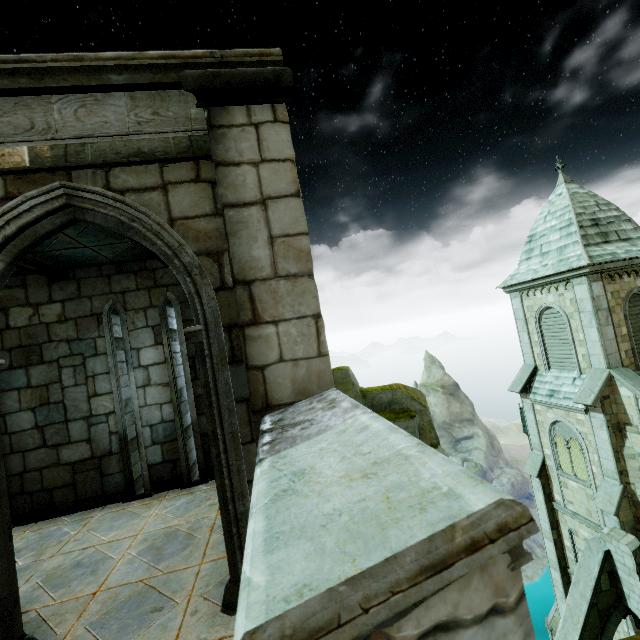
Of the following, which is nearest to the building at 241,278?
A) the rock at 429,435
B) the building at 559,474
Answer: the rock at 429,435

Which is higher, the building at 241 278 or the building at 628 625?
the building at 241 278

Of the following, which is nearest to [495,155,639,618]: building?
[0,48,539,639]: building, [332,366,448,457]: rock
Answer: [332,366,448,457]: rock

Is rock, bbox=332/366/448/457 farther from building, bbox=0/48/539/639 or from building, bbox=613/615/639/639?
building, bbox=613/615/639/639

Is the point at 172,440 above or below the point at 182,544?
above
